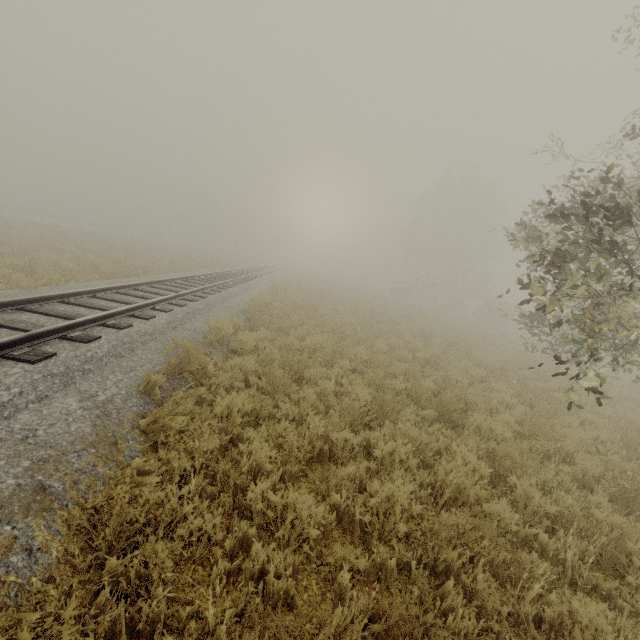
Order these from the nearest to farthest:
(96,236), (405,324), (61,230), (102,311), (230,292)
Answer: (102,311) < (230,292) < (405,324) < (61,230) < (96,236)
